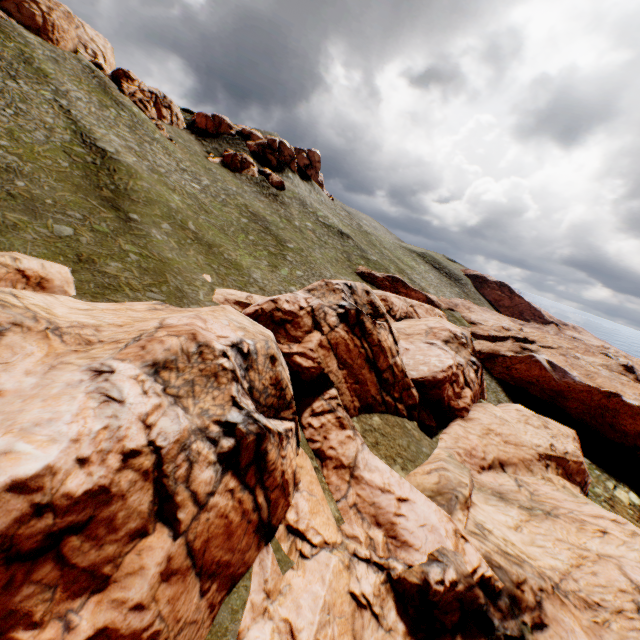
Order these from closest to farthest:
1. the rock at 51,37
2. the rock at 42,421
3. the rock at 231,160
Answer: the rock at 42,421 < the rock at 51,37 < the rock at 231,160

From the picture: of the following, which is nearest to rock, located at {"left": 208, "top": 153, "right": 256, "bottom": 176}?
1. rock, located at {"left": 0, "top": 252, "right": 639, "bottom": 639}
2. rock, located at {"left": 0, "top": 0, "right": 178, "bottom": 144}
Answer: rock, located at {"left": 0, "top": 0, "right": 178, "bottom": 144}

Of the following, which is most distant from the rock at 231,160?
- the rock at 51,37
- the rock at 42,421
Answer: the rock at 42,421

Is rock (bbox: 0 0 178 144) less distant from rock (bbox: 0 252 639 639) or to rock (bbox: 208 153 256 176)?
rock (bbox: 208 153 256 176)

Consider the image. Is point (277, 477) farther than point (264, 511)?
Yes

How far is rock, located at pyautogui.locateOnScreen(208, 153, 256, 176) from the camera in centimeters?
5859cm

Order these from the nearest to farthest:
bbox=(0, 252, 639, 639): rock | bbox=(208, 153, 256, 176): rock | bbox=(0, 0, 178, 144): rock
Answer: bbox=(0, 252, 639, 639): rock → bbox=(0, 0, 178, 144): rock → bbox=(208, 153, 256, 176): rock
